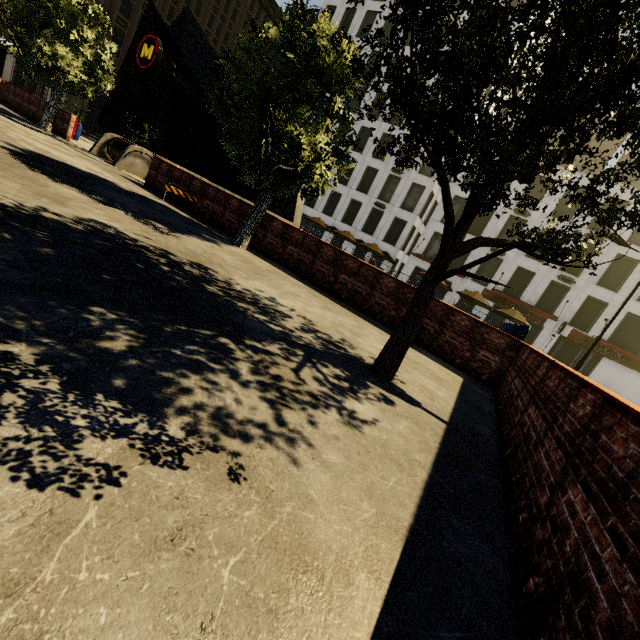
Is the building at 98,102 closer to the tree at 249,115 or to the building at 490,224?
the tree at 249,115

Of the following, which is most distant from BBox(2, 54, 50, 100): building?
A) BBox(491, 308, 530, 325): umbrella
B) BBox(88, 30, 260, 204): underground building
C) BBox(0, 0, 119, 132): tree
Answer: BBox(491, 308, 530, 325): umbrella

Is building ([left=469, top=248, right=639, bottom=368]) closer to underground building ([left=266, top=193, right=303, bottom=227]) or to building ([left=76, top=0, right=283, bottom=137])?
underground building ([left=266, top=193, right=303, bottom=227])

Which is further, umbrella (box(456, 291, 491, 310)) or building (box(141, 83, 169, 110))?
building (box(141, 83, 169, 110))

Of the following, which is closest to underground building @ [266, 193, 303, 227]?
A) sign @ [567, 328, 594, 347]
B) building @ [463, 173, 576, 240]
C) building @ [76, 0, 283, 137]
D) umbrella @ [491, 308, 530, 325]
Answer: building @ [463, 173, 576, 240]

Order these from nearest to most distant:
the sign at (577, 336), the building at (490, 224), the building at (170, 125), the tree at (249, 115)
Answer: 1. the tree at (249, 115)
2. the sign at (577, 336)
3. the building at (490, 224)
4. the building at (170, 125)

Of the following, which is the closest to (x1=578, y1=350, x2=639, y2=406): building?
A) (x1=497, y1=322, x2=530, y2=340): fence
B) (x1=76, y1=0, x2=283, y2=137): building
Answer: (x1=497, y1=322, x2=530, y2=340): fence

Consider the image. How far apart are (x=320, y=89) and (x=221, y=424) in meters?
7.5
